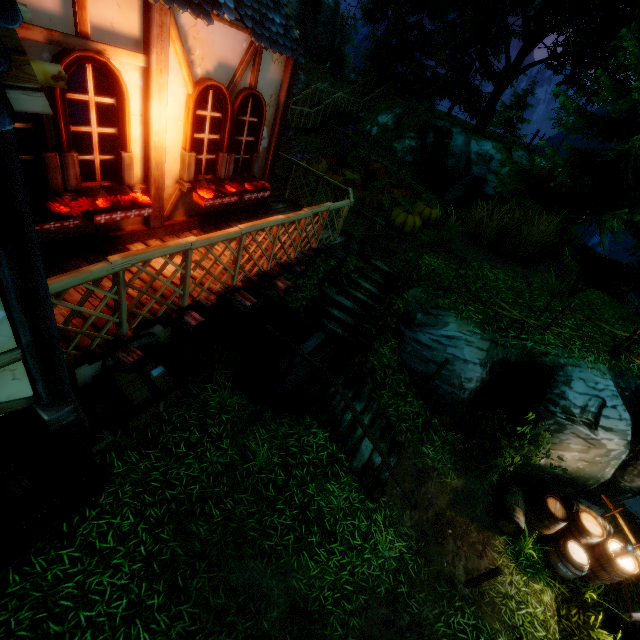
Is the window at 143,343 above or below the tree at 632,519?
above

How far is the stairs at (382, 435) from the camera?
7.7 meters

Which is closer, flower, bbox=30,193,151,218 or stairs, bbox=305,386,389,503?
flower, bbox=30,193,151,218

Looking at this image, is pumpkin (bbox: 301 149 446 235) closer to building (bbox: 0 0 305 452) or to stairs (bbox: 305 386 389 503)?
building (bbox: 0 0 305 452)

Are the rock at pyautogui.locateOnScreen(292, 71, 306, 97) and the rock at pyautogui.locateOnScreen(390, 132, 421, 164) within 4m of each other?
no

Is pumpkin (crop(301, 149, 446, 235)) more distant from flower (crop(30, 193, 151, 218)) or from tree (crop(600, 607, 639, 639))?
tree (crop(600, 607, 639, 639))

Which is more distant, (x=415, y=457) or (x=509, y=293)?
(x=509, y=293)

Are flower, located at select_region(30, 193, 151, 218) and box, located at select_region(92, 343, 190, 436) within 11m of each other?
yes
